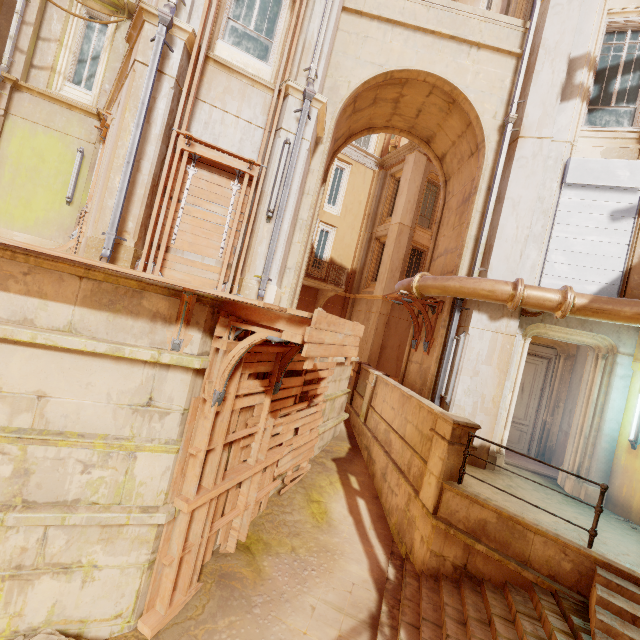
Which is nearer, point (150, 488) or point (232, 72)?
point (150, 488)

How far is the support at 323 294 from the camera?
17.33m

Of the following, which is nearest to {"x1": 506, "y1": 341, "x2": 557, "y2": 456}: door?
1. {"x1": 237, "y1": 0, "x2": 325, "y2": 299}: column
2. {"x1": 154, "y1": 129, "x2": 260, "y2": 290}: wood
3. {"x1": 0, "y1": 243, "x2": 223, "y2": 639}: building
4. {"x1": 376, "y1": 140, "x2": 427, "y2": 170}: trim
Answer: {"x1": 0, "y1": 243, "x2": 223, "y2": 639}: building

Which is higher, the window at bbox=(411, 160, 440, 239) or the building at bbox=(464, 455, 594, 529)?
the window at bbox=(411, 160, 440, 239)

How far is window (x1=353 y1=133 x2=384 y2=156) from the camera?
19.5 meters

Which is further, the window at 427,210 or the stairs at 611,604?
the window at 427,210

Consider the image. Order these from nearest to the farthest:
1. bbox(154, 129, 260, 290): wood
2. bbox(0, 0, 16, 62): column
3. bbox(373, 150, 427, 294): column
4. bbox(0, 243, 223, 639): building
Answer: bbox(0, 243, 223, 639): building, bbox(154, 129, 260, 290): wood, bbox(0, 0, 16, 62): column, bbox(373, 150, 427, 294): column

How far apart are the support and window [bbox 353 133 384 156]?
8.6m
